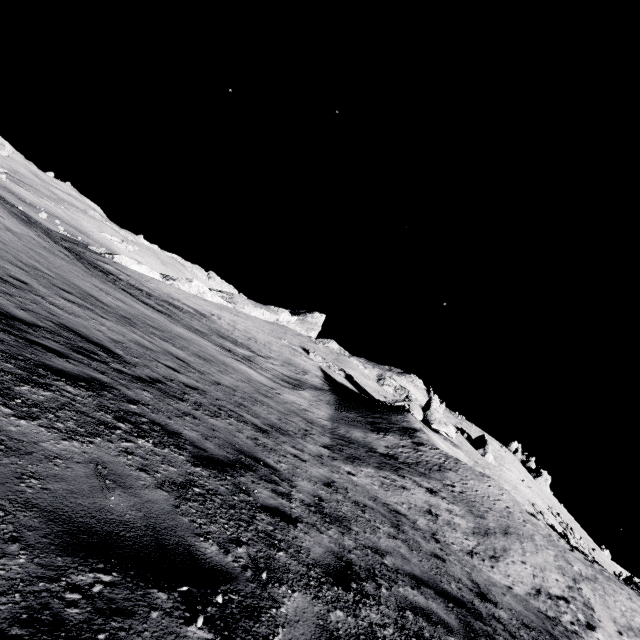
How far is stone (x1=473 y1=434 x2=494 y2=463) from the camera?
46.9m

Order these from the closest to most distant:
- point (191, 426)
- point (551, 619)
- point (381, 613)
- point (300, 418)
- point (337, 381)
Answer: point (381, 613) < point (191, 426) < point (551, 619) < point (300, 418) < point (337, 381)

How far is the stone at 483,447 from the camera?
46.9 meters
